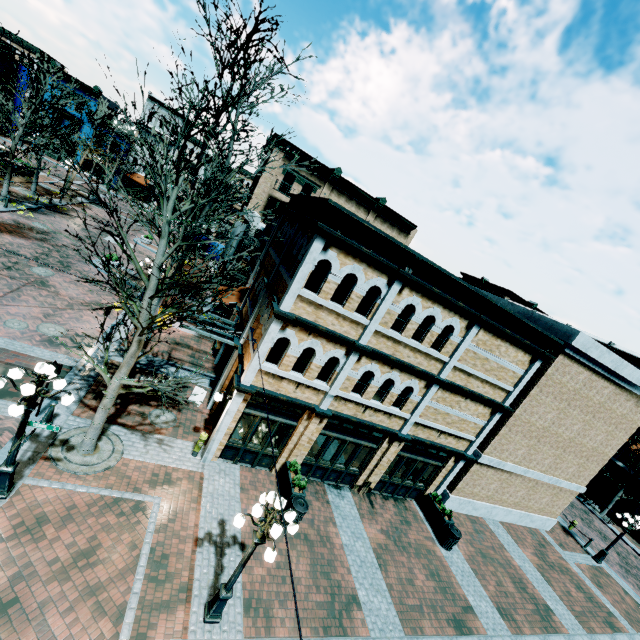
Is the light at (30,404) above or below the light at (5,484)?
above

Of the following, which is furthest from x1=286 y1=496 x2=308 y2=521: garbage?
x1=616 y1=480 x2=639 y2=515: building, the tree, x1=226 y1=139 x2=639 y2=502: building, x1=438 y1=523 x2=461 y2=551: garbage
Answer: x1=616 y1=480 x2=639 y2=515: building

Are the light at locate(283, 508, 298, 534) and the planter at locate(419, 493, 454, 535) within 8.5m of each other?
no

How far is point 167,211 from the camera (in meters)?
8.09

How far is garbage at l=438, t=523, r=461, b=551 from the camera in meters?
13.2 m

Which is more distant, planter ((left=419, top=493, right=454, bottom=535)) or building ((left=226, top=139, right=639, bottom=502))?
planter ((left=419, top=493, right=454, bottom=535))

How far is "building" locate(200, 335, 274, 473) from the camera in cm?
1061

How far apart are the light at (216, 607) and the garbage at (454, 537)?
9.4m
